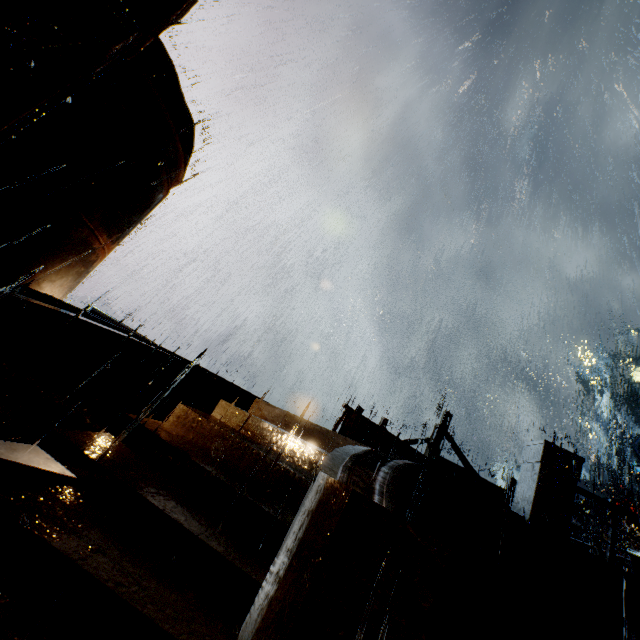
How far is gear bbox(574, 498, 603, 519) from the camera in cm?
2909

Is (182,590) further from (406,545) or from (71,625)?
(406,545)

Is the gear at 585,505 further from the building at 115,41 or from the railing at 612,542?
the railing at 612,542

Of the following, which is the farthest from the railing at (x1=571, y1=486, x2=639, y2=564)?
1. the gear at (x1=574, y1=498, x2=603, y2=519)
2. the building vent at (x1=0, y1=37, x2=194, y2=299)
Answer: the gear at (x1=574, y1=498, x2=603, y2=519)

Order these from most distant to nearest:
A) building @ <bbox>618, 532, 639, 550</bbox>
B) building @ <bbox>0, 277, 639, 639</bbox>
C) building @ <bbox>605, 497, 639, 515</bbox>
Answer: building @ <bbox>605, 497, 639, 515</bbox> < building @ <bbox>618, 532, 639, 550</bbox> < building @ <bbox>0, 277, 639, 639</bbox>

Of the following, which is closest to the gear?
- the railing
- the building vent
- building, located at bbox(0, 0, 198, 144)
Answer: building, located at bbox(0, 0, 198, 144)

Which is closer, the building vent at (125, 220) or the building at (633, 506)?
the building vent at (125, 220)

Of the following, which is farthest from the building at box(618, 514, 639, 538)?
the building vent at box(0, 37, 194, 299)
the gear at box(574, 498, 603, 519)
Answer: the gear at box(574, 498, 603, 519)
